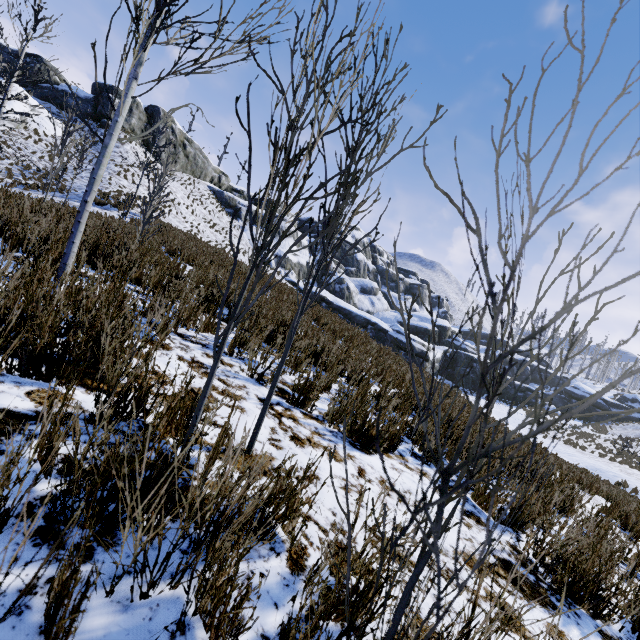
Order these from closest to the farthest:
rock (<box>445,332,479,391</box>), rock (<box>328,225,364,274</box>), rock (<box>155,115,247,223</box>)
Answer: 1. rock (<box>155,115,247,223</box>)
2. rock (<box>445,332,479,391</box>)
3. rock (<box>328,225,364,274</box>)

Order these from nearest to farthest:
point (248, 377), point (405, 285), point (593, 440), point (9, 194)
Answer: point (248, 377) → point (9, 194) → point (593, 440) → point (405, 285)

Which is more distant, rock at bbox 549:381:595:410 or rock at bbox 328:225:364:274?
rock at bbox 328:225:364:274

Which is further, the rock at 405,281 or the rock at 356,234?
the rock at 405,281

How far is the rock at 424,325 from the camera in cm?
3378
